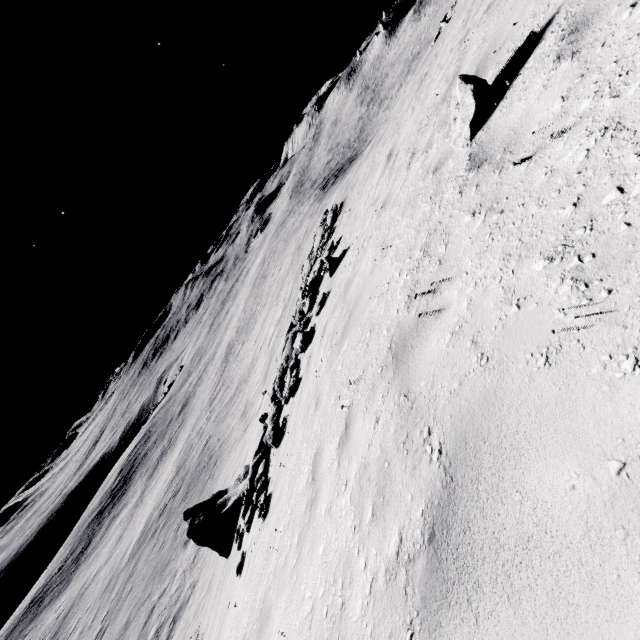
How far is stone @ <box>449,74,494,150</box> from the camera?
3.66m

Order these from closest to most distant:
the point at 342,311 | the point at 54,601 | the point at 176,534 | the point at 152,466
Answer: the point at 342,311
the point at 176,534
the point at 54,601
the point at 152,466

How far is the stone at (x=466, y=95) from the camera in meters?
3.7 m
